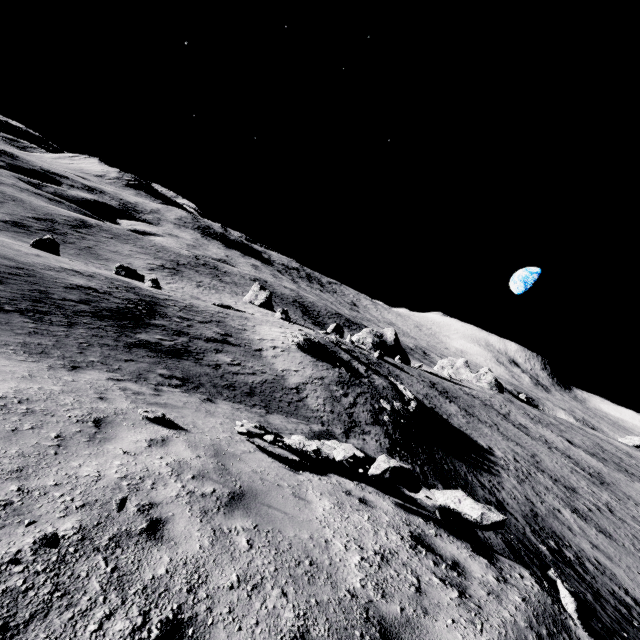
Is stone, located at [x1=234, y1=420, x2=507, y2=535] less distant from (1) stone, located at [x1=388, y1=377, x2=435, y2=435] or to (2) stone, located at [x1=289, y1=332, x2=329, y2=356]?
(1) stone, located at [x1=388, y1=377, x2=435, y2=435]

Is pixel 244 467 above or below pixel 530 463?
above

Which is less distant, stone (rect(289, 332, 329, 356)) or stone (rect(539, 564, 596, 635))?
stone (rect(539, 564, 596, 635))

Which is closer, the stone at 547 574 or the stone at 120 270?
the stone at 547 574

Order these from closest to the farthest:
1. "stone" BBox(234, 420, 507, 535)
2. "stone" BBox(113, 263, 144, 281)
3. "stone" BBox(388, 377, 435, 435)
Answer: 1. "stone" BBox(234, 420, 507, 535)
2. "stone" BBox(388, 377, 435, 435)
3. "stone" BBox(113, 263, 144, 281)

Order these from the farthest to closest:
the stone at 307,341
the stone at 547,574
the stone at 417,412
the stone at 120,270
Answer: the stone at 120,270, the stone at 307,341, the stone at 417,412, the stone at 547,574

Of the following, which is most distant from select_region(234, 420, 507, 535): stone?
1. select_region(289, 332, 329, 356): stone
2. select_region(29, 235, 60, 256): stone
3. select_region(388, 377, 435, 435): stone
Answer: select_region(29, 235, 60, 256): stone

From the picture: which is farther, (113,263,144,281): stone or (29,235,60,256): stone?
(113,263,144,281): stone
